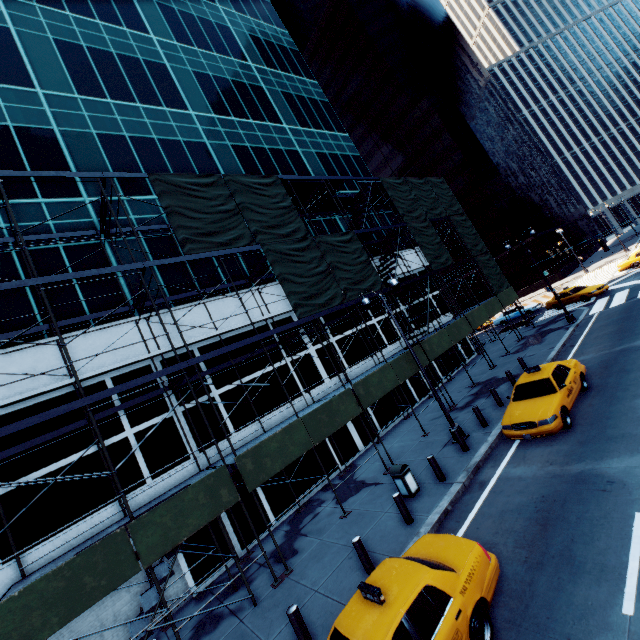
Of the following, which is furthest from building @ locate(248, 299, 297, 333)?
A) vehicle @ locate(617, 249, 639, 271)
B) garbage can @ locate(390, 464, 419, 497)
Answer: vehicle @ locate(617, 249, 639, 271)

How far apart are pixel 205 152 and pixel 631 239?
74.6 meters

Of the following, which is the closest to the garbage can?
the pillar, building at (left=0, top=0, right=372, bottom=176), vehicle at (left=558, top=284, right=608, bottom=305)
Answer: the pillar

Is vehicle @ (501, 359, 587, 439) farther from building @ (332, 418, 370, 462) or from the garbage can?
building @ (332, 418, 370, 462)

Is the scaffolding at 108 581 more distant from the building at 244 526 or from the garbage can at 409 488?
the garbage can at 409 488

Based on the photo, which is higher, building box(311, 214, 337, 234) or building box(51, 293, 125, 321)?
building box(311, 214, 337, 234)

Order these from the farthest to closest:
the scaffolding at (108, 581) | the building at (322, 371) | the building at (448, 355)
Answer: the building at (448, 355) → the building at (322, 371) → the scaffolding at (108, 581)
